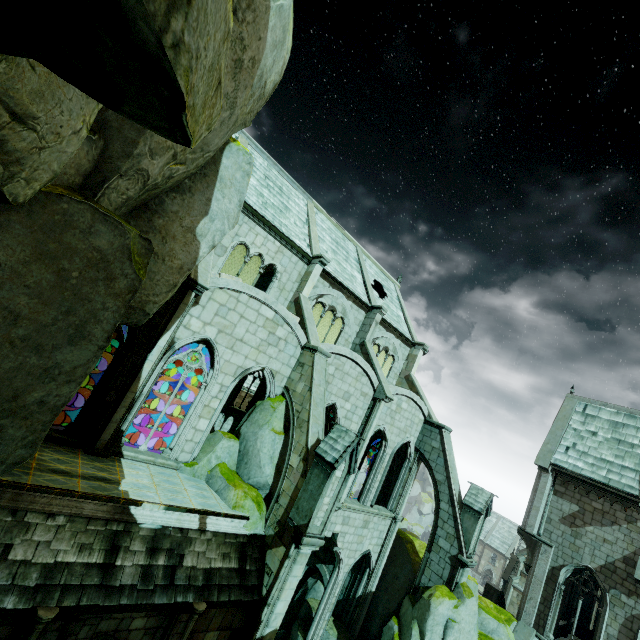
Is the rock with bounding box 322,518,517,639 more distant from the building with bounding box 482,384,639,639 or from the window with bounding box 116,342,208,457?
the window with bounding box 116,342,208,457

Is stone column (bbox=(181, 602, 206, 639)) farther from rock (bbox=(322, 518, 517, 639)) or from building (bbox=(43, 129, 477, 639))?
rock (bbox=(322, 518, 517, 639))

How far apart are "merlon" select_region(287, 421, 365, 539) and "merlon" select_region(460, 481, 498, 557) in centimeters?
1090cm

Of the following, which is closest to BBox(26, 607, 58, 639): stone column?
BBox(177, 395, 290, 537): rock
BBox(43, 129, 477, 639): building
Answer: BBox(177, 395, 290, 537): rock

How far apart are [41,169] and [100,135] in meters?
2.1 m

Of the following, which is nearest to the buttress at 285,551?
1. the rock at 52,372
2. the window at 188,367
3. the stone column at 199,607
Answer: the stone column at 199,607

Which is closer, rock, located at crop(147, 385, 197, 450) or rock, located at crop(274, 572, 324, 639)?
rock, located at crop(274, 572, 324, 639)

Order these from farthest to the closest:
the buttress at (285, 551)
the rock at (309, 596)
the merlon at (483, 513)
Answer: the rock at (309, 596)
the merlon at (483, 513)
the buttress at (285, 551)
